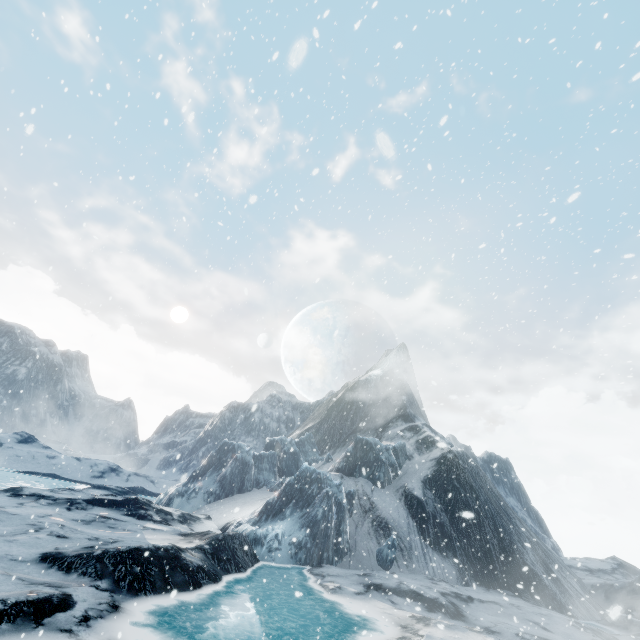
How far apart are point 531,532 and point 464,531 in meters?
8.8
